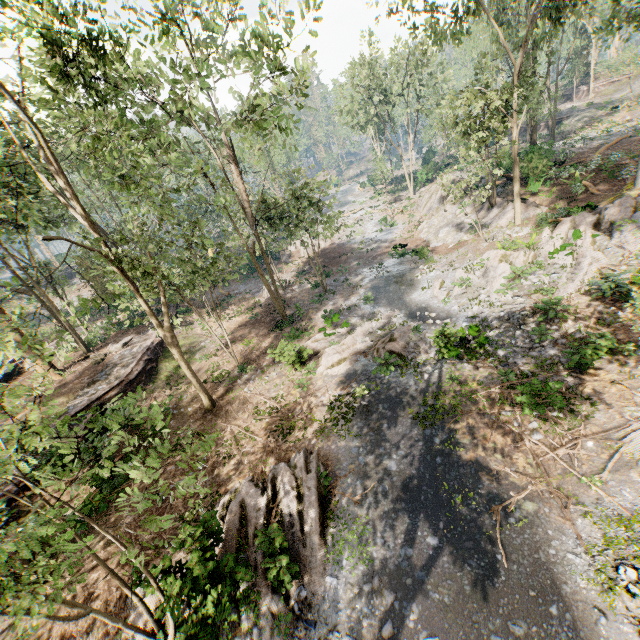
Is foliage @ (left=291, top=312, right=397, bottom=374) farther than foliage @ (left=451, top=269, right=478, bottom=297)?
No

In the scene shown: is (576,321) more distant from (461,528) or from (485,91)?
(485,91)

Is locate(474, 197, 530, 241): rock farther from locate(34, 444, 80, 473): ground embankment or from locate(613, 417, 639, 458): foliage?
locate(34, 444, 80, 473): ground embankment

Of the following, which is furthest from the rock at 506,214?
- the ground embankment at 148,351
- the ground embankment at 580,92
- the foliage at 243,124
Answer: the ground embankment at 580,92

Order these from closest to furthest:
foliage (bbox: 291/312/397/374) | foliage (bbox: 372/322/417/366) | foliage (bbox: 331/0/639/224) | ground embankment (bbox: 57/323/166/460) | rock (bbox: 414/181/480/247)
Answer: foliage (bbox: 372/322/417/366), ground embankment (bbox: 57/323/166/460), foliage (bbox: 291/312/397/374), foliage (bbox: 331/0/639/224), rock (bbox: 414/181/480/247)

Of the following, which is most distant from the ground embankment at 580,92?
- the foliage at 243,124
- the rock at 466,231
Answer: the rock at 466,231

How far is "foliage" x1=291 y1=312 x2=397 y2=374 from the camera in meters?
17.3

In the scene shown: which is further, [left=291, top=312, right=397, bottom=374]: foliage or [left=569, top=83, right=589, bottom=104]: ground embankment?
[left=569, top=83, right=589, bottom=104]: ground embankment
